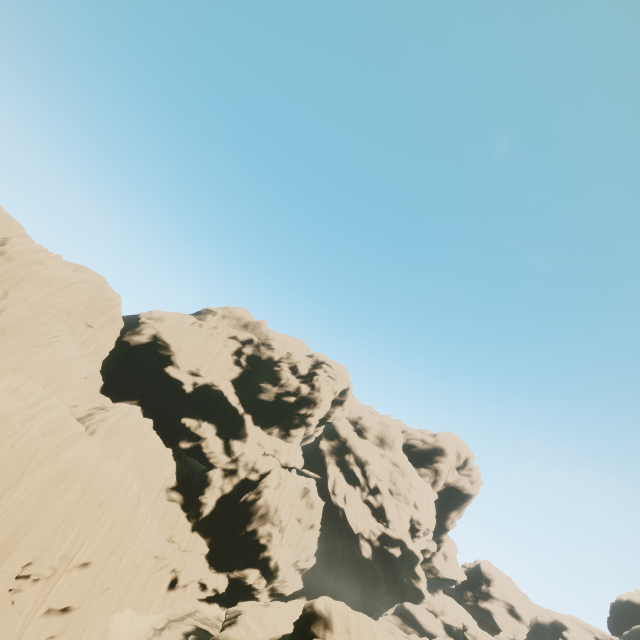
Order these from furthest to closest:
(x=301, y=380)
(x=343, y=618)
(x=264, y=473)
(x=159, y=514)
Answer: (x=301, y=380), (x=264, y=473), (x=159, y=514), (x=343, y=618)

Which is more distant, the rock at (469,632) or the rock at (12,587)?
the rock at (469,632)

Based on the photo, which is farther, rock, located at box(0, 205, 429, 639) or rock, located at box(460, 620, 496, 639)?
rock, located at box(460, 620, 496, 639)
